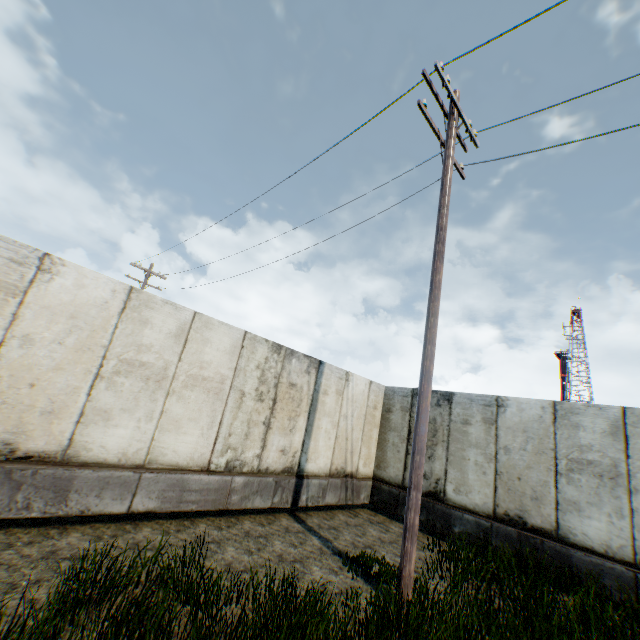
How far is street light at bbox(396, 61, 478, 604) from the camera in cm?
469

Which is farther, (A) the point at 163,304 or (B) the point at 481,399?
(B) the point at 481,399

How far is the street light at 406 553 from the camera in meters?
4.7 m
